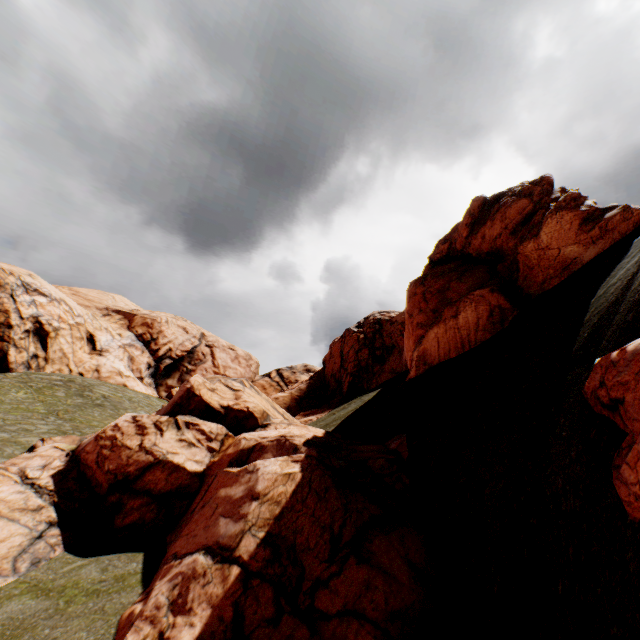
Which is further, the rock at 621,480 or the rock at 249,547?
the rock at 249,547

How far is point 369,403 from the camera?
21.6 meters

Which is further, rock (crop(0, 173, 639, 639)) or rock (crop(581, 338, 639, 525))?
rock (crop(0, 173, 639, 639))
